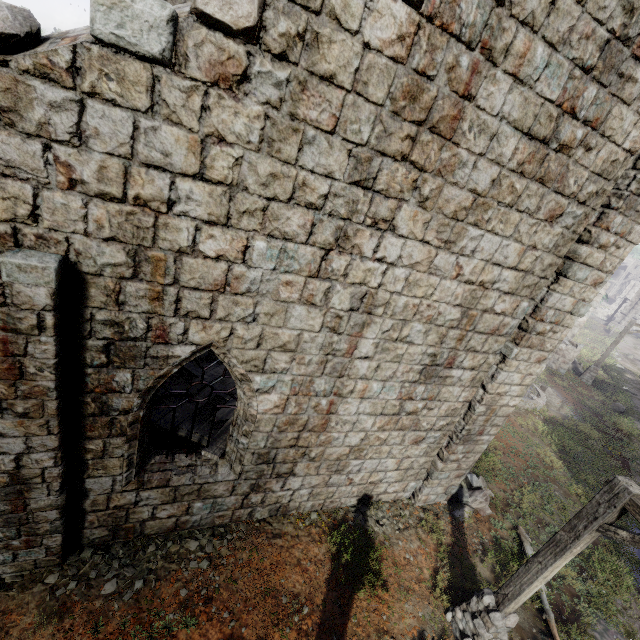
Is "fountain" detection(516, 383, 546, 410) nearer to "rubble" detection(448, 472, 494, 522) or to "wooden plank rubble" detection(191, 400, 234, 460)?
"rubble" detection(448, 472, 494, 522)

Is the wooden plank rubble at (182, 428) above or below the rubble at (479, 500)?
above

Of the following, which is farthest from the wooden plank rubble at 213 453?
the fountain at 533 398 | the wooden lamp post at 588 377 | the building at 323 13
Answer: the wooden lamp post at 588 377

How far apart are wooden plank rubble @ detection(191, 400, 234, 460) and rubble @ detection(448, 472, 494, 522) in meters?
6.1

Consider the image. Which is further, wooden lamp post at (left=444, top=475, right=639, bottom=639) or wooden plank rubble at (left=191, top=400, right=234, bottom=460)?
wooden plank rubble at (left=191, top=400, right=234, bottom=460)

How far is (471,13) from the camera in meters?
3.8

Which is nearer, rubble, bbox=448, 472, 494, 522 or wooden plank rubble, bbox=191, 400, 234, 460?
wooden plank rubble, bbox=191, 400, 234, 460

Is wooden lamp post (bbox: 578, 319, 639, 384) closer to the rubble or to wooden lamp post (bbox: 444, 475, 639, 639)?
the rubble
